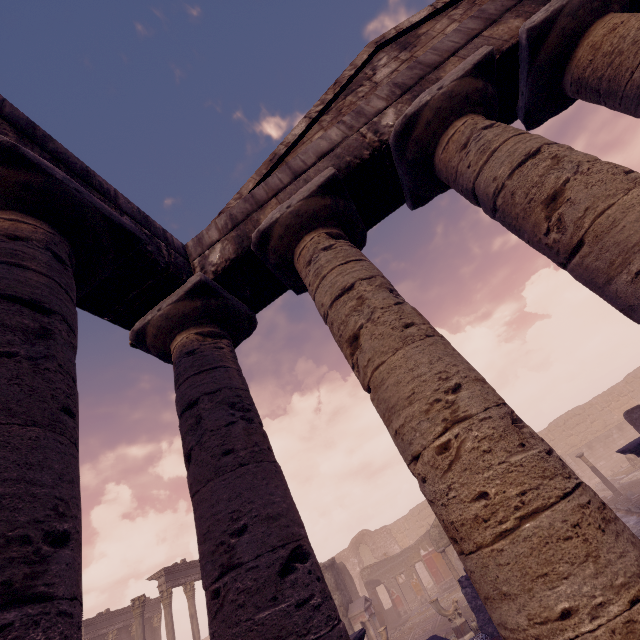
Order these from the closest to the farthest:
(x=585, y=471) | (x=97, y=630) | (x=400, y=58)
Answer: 1. (x=400, y=58)
2. (x=97, y=630)
3. (x=585, y=471)

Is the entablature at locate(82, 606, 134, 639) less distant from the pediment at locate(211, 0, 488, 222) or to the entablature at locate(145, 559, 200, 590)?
the entablature at locate(145, 559, 200, 590)

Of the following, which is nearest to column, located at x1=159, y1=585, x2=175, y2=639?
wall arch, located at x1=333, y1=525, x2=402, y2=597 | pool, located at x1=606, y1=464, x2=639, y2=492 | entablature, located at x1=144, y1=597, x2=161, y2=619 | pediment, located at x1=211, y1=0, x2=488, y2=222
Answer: entablature, located at x1=144, y1=597, x2=161, y2=619

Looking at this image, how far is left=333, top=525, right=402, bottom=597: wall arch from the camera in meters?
30.7

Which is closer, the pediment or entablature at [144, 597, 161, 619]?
the pediment

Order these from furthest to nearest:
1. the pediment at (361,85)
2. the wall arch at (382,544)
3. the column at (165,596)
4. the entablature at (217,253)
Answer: the wall arch at (382,544), the column at (165,596), the pediment at (361,85), the entablature at (217,253)

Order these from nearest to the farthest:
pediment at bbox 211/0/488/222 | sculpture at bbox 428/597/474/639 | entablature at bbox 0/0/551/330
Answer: entablature at bbox 0/0/551/330 → pediment at bbox 211/0/488/222 → sculpture at bbox 428/597/474/639

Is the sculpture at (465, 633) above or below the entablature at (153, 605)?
below
